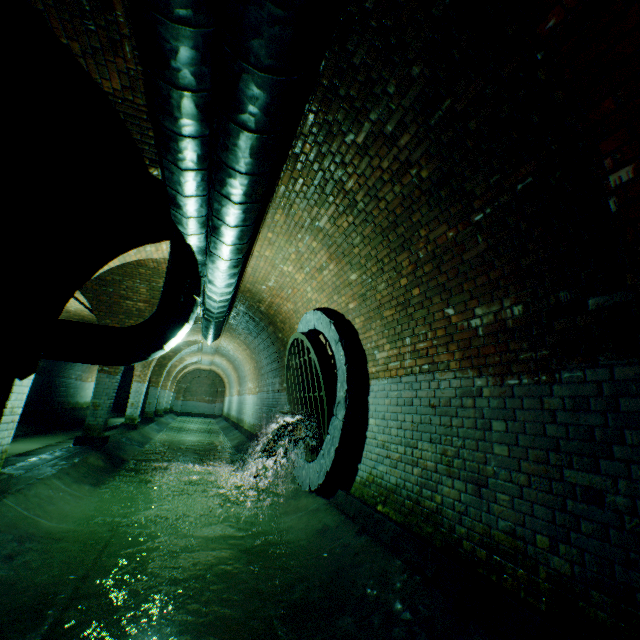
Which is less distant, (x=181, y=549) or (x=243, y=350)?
(x=181, y=549)

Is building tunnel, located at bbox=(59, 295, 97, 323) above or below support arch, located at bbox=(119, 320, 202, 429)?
above

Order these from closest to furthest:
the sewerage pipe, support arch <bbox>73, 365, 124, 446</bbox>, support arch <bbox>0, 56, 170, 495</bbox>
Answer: support arch <bbox>0, 56, 170, 495</bbox> → the sewerage pipe → support arch <bbox>73, 365, 124, 446</bbox>

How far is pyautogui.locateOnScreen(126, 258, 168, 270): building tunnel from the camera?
7.3 meters

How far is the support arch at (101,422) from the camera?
8.1m

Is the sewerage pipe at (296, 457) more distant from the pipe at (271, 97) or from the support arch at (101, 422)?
the support arch at (101, 422)

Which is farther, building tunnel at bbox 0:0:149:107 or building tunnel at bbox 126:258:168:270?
building tunnel at bbox 126:258:168:270
